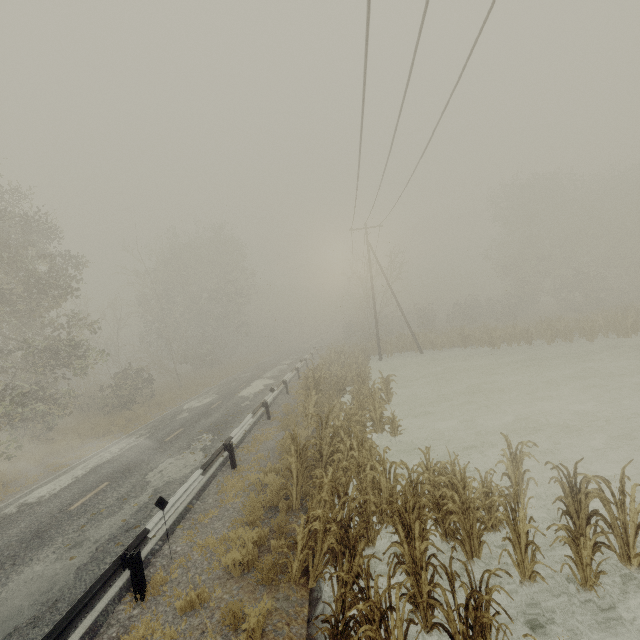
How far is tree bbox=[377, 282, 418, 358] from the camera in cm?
3030

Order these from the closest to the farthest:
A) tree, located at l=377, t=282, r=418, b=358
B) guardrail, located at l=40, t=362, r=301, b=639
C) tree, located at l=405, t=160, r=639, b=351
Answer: guardrail, located at l=40, t=362, r=301, b=639 < tree, located at l=405, t=160, r=639, b=351 < tree, located at l=377, t=282, r=418, b=358

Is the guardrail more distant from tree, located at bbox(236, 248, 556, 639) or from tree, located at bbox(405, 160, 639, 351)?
tree, located at bbox(405, 160, 639, 351)

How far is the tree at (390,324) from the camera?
30.3m

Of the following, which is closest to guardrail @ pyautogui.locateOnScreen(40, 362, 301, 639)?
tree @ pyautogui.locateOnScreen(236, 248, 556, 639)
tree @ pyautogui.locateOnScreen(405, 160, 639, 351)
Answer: tree @ pyautogui.locateOnScreen(236, 248, 556, 639)

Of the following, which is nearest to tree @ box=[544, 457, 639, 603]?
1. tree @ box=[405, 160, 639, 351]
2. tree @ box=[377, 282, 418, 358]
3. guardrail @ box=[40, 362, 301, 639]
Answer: guardrail @ box=[40, 362, 301, 639]

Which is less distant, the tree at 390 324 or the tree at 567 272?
the tree at 567 272

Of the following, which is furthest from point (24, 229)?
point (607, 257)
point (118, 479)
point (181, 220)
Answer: point (607, 257)
